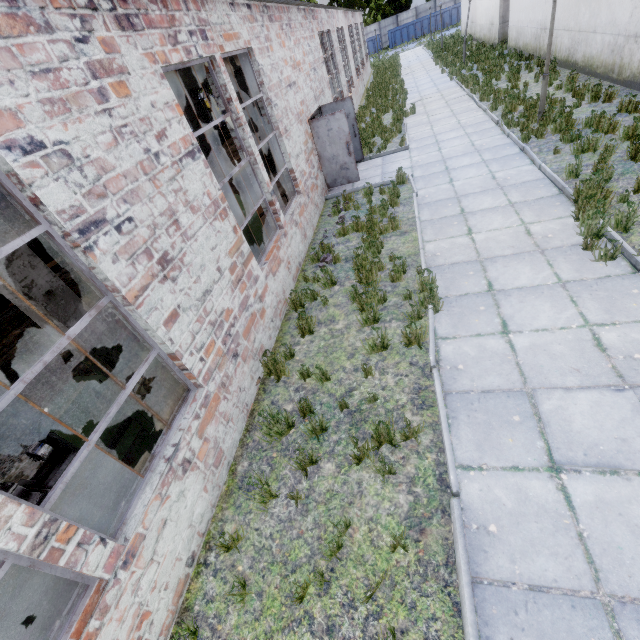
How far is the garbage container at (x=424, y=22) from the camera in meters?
46.9 m

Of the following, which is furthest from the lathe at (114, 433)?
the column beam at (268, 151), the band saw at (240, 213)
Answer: the column beam at (268, 151)

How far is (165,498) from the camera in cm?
337

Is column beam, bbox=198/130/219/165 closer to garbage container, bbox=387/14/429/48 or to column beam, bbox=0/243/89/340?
column beam, bbox=0/243/89/340

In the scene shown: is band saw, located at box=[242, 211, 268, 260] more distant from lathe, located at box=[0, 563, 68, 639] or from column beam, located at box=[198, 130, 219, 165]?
column beam, located at box=[198, 130, 219, 165]

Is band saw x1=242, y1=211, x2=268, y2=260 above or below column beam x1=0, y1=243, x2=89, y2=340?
below

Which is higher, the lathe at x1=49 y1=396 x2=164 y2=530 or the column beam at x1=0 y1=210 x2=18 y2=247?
the column beam at x1=0 y1=210 x2=18 y2=247

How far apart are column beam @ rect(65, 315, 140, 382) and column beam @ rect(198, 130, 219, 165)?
17.3 meters
